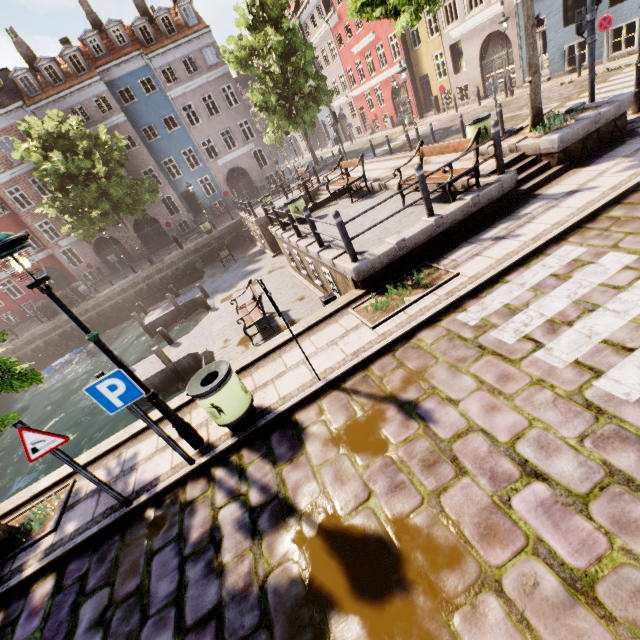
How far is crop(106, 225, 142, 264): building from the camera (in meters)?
29.86

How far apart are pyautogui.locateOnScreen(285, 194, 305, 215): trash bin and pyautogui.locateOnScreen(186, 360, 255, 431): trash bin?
8.9m

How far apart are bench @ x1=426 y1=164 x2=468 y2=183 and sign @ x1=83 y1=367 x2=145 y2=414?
7.2 meters

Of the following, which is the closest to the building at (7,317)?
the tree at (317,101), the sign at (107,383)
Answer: the tree at (317,101)

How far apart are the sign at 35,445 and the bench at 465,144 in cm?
816

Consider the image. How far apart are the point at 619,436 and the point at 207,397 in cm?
468

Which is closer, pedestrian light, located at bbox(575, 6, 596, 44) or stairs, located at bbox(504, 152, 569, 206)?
stairs, located at bbox(504, 152, 569, 206)

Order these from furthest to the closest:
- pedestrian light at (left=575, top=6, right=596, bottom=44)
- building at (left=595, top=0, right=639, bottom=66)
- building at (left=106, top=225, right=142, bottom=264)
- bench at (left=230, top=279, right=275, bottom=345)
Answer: building at (left=106, top=225, right=142, bottom=264), building at (left=595, top=0, right=639, bottom=66), bench at (left=230, top=279, right=275, bottom=345), pedestrian light at (left=575, top=6, right=596, bottom=44)
